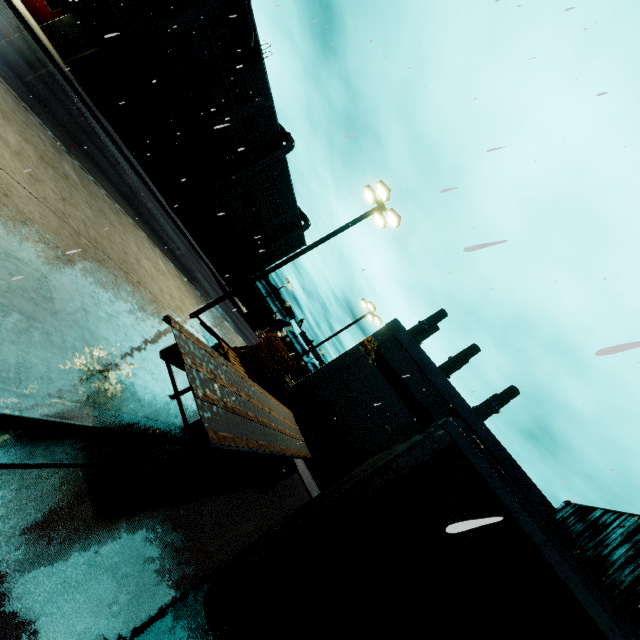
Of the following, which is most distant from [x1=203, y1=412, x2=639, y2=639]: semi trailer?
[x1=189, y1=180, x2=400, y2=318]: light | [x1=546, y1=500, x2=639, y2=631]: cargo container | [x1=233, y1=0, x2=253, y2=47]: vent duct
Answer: [x1=189, y1=180, x2=400, y2=318]: light

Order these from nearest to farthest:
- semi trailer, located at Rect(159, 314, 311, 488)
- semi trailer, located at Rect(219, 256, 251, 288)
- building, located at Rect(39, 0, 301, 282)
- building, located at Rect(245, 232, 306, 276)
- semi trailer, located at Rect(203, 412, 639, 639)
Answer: semi trailer, located at Rect(203, 412, 639, 639), semi trailer, located at Rect(159, 314, 311, 488), building, located at Rect(39, 0, 301, 282), semi trailer, located at Rect(219, 256, 251, 288), building, located at Rect(245, 232, 306, 276)

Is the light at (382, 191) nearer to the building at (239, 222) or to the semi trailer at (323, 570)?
the semi trailer at (323, 570)

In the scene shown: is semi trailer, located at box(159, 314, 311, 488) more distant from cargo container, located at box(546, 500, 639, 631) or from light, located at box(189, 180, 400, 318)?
light, located at box(189, 180, 400, 318)

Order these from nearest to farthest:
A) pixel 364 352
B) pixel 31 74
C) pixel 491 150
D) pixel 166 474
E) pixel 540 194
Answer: pixel 491 150, pixel 166 474, pixel 540 194, pixel 31 74, pixel 364 352

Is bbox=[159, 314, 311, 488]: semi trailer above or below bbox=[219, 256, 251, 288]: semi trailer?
below

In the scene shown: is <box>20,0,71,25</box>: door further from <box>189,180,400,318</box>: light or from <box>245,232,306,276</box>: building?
<box>189,180,400,318</box>: light

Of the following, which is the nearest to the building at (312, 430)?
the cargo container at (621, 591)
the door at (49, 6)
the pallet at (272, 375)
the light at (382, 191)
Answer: the door at (49, 6)
